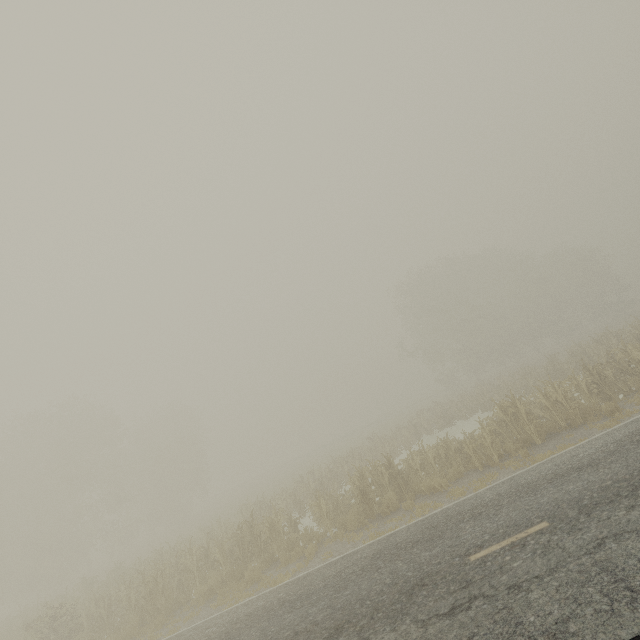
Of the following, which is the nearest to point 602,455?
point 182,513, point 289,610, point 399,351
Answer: point 289,610
